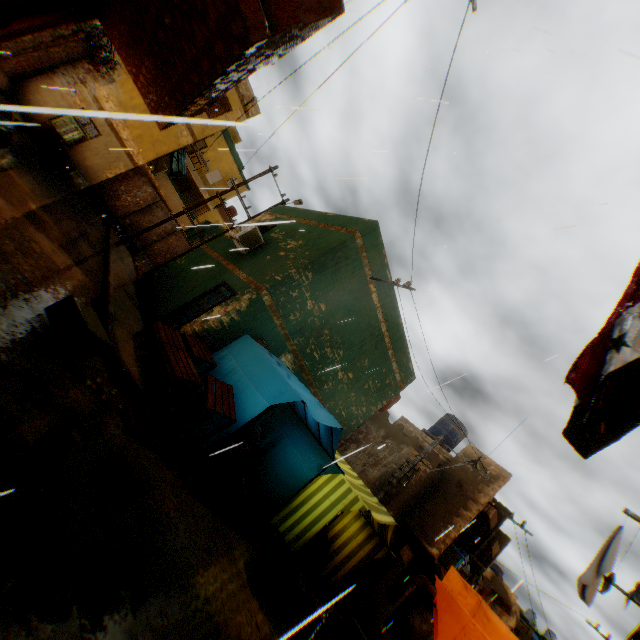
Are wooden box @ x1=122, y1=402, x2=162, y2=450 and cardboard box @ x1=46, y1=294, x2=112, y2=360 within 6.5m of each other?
yes

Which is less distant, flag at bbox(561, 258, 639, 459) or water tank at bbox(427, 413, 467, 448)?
flag at bbox(561, 258, 639, 459)

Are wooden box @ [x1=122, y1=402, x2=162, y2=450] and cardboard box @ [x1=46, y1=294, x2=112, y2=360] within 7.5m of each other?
yes

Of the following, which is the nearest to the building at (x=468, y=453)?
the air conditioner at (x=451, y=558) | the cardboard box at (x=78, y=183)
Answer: the air conditioner at (x=451, y=558)

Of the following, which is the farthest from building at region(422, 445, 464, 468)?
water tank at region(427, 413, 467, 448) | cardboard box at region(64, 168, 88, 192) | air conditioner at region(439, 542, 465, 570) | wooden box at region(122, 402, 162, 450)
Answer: wooden box at region(122, 402, 162, 450)

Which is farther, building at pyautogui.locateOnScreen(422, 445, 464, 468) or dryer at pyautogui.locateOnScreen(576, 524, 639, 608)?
building at pyautogui.locateOnScreen(422, 445, 464, 468)

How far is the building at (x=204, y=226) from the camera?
29.3 meters

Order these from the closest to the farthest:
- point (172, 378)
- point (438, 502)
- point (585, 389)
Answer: point (585, 389) → point (172, 378) → point (438, 502)
